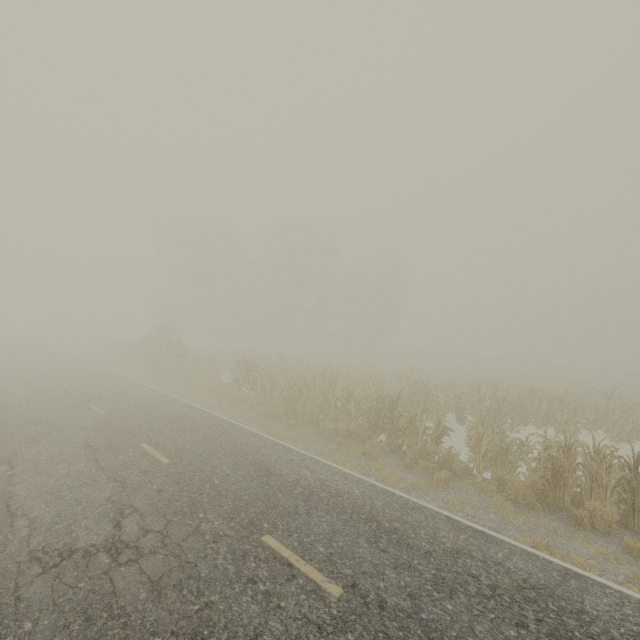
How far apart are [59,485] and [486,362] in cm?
5137

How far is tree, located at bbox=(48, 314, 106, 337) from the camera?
54.4 meters

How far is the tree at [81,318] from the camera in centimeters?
5444cm
